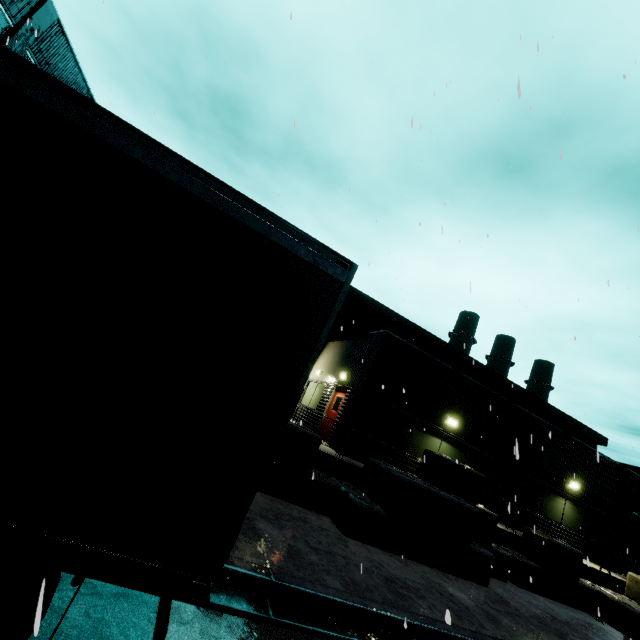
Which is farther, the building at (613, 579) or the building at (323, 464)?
the building at (613, 579)

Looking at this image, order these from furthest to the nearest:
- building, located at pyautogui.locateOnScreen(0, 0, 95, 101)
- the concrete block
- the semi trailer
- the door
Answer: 1. building, located at pyautogui.locateOnScreen(0, 0, 95, 101)
2. the door
3. the concrete block
4. the semi trailer

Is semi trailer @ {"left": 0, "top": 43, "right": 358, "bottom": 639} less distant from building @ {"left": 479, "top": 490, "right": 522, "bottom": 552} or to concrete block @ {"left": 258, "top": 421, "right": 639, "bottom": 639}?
building @ {"left": 479, "top": 490, "right": 522, "bottom": 552}

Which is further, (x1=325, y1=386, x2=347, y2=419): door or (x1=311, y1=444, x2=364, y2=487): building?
Answer: (x1=325, y1=386, x2=347, y2=419): door

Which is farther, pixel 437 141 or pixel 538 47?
pixel 437 141

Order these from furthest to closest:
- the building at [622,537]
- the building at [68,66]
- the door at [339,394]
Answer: the building at [68,66], the door at [339,394], the building at [622,537]

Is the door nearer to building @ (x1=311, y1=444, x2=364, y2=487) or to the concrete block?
building @ (x1=311, y1=444, x2=364, y2=487)
